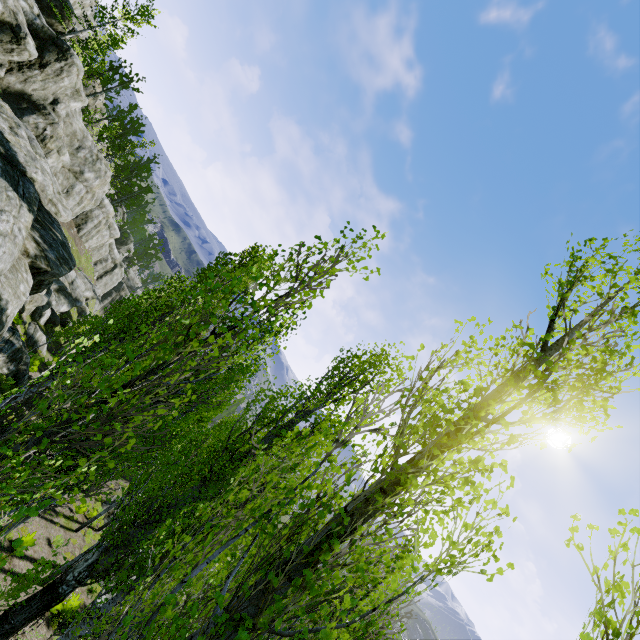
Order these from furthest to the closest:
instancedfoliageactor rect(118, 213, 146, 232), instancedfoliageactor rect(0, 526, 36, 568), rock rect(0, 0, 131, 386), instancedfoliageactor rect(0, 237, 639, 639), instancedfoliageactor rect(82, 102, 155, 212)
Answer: instancedfoliageactor rect(118, 213, 146, 232), instancedfoliageactor rect(82, 102, 155, 212), rock rect(0, 0, 131, 386), instancedfoliageactor rect(0, 237, 639, 639), instancedfoliageactor rect(0, 526, 36, 568)

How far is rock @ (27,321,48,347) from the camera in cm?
2416

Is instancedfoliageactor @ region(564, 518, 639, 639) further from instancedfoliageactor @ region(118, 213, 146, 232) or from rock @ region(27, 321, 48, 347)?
rock @ region(27, 321, 48, 347)

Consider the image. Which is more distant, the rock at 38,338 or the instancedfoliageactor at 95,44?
the instancedfoliageactor at 95,44

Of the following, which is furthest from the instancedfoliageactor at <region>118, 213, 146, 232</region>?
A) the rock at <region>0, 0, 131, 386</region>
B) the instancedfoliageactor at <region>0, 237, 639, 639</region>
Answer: the instancedfoliageactor at <region>0, 237, 639, 639</region>

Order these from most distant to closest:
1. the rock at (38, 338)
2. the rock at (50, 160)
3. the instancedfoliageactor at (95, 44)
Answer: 1. the instancedfoliageactor at (95, 44)
2. the rock at (38, 338)
3. the rock at (50, 160)

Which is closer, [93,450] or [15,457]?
[15,457]

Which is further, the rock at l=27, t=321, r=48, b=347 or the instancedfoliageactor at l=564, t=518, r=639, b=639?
the rock at l=27, t=321, r=48, b=347
